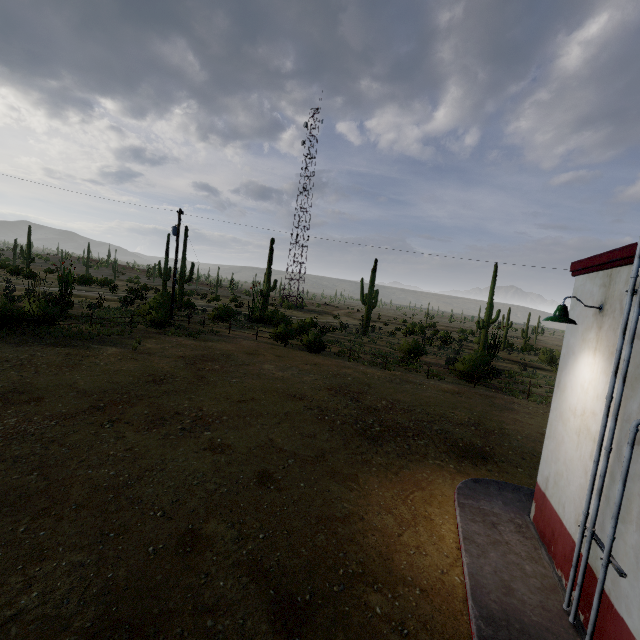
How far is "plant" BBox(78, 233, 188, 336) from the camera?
22.17m

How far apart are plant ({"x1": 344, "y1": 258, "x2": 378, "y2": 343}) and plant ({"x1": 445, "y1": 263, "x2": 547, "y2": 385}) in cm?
548

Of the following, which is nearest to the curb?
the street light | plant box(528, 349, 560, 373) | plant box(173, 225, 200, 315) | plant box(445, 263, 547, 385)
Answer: the street light

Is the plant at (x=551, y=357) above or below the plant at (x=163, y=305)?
below

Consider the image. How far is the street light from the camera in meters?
4.9 m

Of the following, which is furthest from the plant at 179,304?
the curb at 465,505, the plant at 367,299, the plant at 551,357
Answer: the plant at 551,357

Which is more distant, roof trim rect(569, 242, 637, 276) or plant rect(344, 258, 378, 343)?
plant rect(344, 258, 378, 343)

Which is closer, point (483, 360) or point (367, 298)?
point (483, 360)
